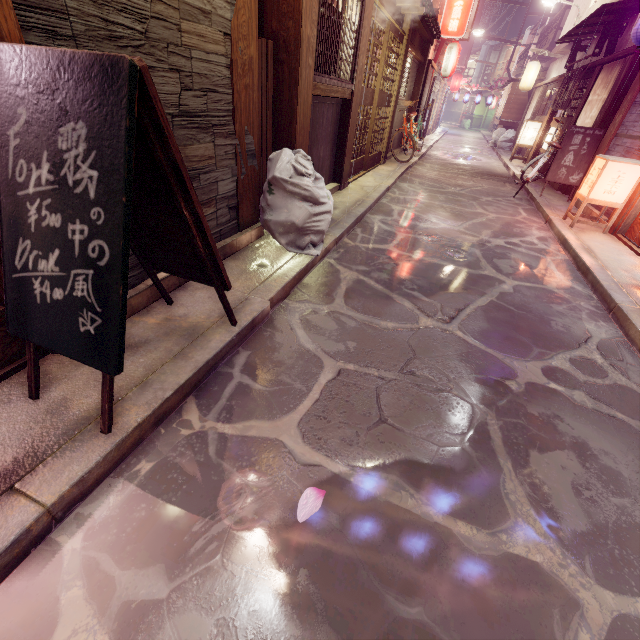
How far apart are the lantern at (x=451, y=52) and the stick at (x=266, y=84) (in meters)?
24.96

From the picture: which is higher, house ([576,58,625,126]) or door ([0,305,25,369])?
house ([576,58,625,126])

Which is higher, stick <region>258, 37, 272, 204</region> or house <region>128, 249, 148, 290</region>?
stick <region>258, 37, 272, 204</region>

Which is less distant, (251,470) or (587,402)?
(251,470)

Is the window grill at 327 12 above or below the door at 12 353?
above

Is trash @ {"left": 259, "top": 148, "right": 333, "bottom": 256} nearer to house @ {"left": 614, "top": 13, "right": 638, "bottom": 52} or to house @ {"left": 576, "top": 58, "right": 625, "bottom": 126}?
house @ {"left": 614, "top": 13, "right": 638, "bottom": 52}

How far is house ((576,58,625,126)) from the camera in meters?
13.8

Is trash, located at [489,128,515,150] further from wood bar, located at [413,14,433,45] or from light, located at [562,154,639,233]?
light, located at [562,154,639,233]
